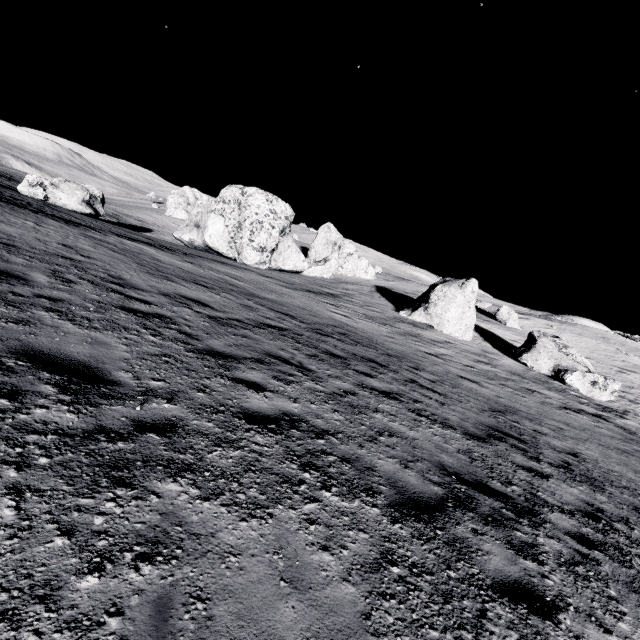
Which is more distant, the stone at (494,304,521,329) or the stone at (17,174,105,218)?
the stone at (494,304,521,329)

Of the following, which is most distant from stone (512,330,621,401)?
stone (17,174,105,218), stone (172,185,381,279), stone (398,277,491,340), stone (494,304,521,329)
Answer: stone (17,174,105,218)

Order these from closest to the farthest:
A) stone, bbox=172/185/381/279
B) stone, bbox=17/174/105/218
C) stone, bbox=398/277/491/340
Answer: stone, bbox=398/277/491/340, stone, bbox=17/174/105/218, stone, bbox=172/185/381/279

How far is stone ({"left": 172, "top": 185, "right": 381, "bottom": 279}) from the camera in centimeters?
3017cm

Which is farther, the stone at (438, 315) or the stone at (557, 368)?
the stone at (438, 315)

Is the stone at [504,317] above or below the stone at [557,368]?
above

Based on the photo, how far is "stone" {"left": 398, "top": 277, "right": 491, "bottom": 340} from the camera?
24.44m

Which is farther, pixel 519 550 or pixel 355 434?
pixel 355 434
